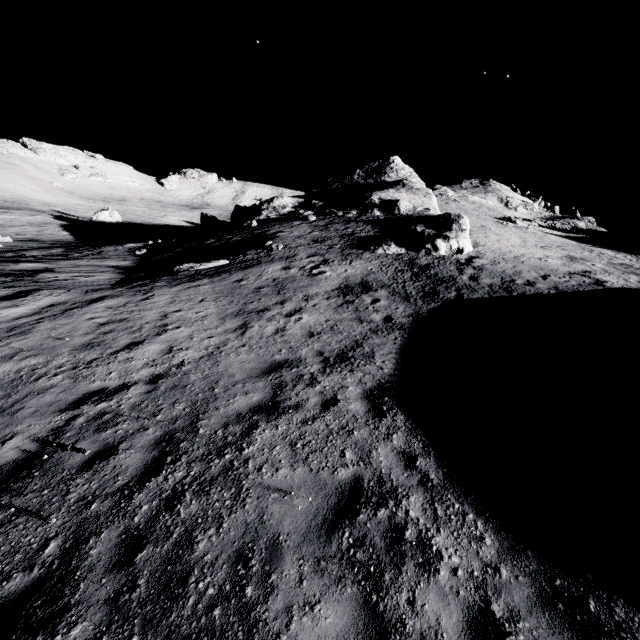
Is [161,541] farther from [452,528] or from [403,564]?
[452,528]

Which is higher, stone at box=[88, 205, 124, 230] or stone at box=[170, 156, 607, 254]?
stone at box=[170, 156, 607, 254]

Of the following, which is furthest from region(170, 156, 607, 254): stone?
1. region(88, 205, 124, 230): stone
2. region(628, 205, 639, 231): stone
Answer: region(628, 205, 639, 231): stone

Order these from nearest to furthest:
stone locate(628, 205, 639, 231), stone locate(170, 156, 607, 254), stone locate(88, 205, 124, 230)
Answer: stone locate(170, 156, 607, 254) → stone locate(628, 205, 639, 231) → stone locate(88, 205, 124, 230)

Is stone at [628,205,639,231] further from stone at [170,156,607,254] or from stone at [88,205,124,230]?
stone at [88,205,124,230]

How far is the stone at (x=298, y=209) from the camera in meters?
22.2

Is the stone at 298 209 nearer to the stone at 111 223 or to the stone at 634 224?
the stone at 111 223
